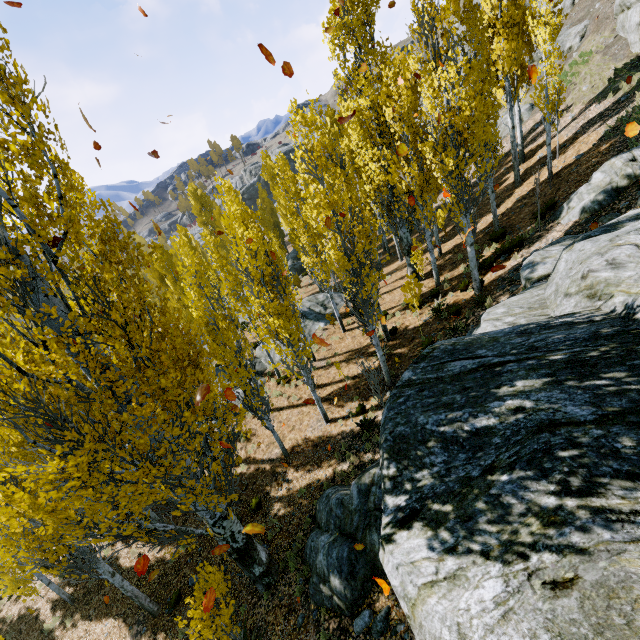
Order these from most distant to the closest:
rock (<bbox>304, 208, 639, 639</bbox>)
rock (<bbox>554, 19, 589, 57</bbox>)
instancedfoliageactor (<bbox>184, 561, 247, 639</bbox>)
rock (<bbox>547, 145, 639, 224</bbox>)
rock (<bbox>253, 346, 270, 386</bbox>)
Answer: rock (<bbox>554, 19, 589, 57</bbox>) < rock (<bbox>253, 346, 270, 386</bbox>) < rock (<bbox>547, 145, 639, 224</bbox>) < instancedfoliageactor (<bbox>184, 561, 247, 639</bbox>) < rock (<bbox>304, 208, 639, 639</bbox>)

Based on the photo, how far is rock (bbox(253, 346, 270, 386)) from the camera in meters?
19.3

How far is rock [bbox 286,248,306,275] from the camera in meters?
40.3

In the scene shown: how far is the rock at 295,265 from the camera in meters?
40.3

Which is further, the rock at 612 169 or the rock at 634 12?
the rock at 634 12

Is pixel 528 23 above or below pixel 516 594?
above

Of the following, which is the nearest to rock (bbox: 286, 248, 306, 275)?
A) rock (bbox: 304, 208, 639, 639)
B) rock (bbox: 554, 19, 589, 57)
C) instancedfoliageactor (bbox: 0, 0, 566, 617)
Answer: instancedfoliageactor (bbox: 0, 0, 566, 617)

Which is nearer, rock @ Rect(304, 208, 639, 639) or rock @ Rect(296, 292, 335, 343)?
rock @ Rect(304, 208, 639, 639)
